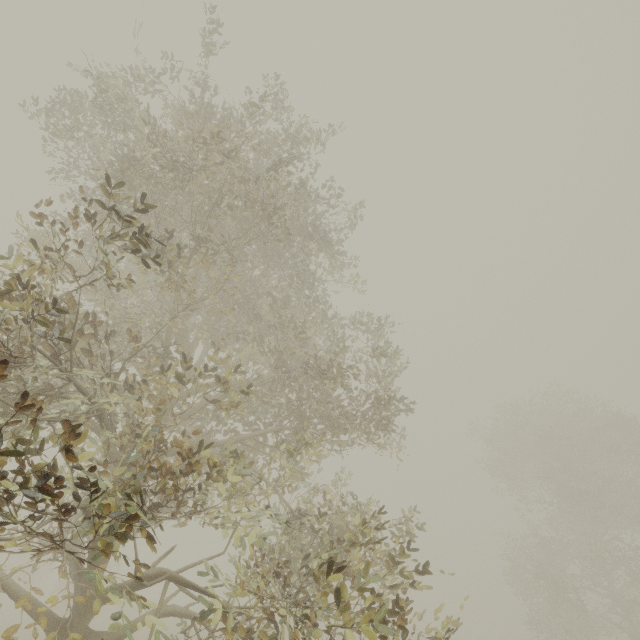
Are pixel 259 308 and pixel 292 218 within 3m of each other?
yes
